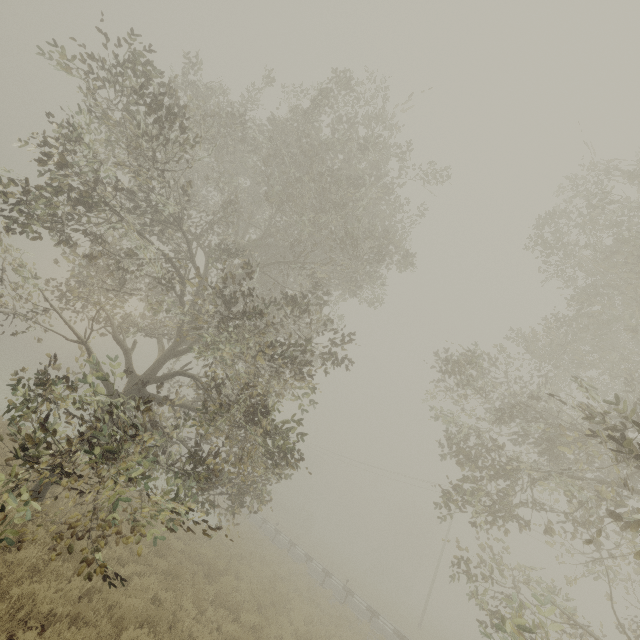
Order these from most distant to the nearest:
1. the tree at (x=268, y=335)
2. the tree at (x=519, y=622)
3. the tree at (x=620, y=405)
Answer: the tree at (x=620, y=405), the tree at (x=268, y=335), the tree at (x=519, y=622)

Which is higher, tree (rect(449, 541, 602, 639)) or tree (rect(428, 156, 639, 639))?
tree (rect(428, 156, 639, 639))

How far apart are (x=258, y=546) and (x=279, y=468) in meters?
16.6 m

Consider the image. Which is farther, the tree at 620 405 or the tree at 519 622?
the tree at 620 405

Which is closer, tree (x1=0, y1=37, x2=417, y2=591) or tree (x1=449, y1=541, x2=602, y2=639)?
tree (x1=449, y1=541, x2=602, y2=639)

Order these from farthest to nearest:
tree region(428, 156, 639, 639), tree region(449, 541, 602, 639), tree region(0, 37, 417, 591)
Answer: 1. tree region(428, 156, 639, 639)
2. tree region(0, 37, 417, 591)
3. tree region(449, 541, 602, 639)
